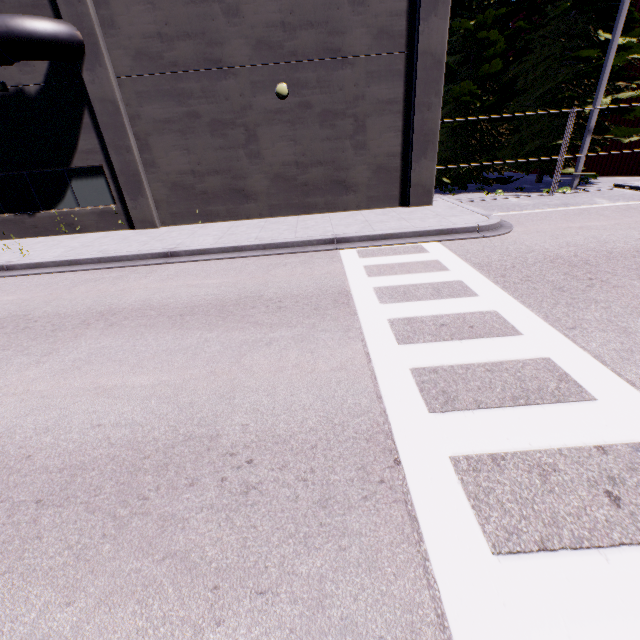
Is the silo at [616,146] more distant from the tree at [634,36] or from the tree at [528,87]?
the tree at [528,87]

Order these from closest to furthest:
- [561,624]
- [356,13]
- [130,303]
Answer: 1. [561,624]
2. [130,303]
3. [356,13]

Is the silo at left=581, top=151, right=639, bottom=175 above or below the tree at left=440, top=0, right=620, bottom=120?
below

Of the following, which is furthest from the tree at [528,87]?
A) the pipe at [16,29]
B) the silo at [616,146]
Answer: the pipe at [16,29]

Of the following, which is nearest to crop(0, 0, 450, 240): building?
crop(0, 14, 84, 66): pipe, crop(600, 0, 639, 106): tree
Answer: crop(0, 14, 84, 66): pipe

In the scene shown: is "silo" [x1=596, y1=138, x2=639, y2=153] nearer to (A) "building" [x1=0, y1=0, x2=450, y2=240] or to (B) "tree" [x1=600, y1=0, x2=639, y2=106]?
(A) "building" [x1=0, y1=0, x2=450, y2=240]

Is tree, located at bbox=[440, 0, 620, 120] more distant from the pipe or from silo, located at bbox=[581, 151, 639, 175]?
the pipe
